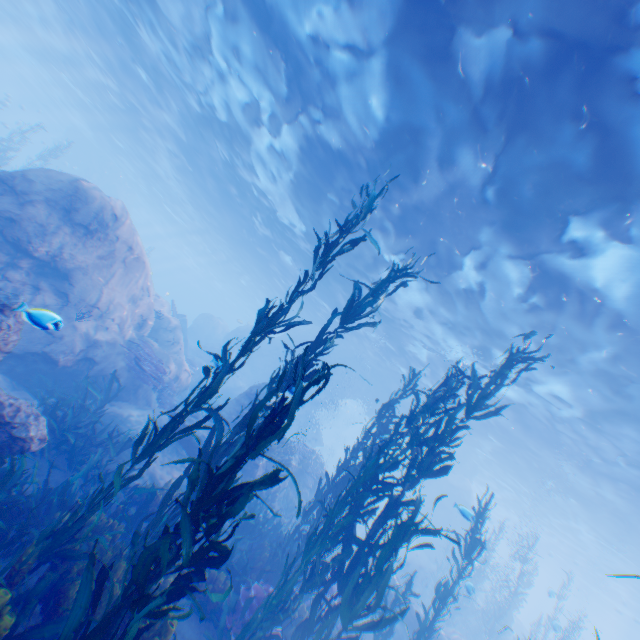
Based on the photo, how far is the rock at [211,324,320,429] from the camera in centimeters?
1487cm

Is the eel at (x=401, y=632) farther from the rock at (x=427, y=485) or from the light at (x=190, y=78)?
the light at (x=190, y=78)

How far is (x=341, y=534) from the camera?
5.66m

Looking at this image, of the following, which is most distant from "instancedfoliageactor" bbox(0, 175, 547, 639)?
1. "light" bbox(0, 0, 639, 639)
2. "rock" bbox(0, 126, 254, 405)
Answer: "light" bbox(0, 0, 639, 639)

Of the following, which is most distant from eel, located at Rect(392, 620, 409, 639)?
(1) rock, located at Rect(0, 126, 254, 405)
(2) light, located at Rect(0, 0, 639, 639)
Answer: (2) light, located at Rect(0, 0, 639, 639)

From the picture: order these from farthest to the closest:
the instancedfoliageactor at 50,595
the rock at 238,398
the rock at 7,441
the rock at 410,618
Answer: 1. the rock at 238,398
2. the rock at 410,618
3. the rock at 7,441
4. the instancedfoliageactor at 50,595

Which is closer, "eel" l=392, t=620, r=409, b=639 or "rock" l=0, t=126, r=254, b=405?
"rock" l=0, t=126, r=254, b=405
